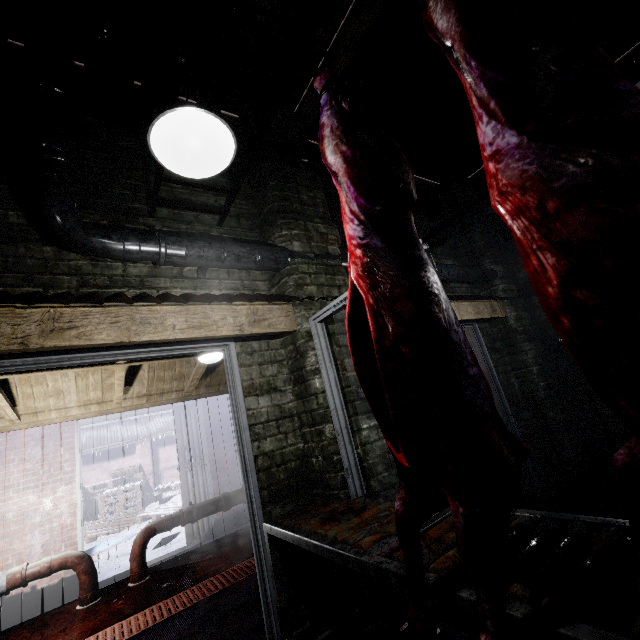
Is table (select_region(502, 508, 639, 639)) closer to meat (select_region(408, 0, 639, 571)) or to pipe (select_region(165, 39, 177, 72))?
meat (select_region(408, 0, 639, 571))

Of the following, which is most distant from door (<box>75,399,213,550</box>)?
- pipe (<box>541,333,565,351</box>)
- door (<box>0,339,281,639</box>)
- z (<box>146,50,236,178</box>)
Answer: pipe (<box>541,333,565,351</box>)

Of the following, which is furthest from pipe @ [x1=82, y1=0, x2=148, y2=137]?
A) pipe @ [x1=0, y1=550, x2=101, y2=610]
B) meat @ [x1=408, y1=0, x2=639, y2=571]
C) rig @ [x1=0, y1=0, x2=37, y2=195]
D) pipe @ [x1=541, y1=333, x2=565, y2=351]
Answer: pipe @ [x1=0, y1=550, x2=101, y2=610]

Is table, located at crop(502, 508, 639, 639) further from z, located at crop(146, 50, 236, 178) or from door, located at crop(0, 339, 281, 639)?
z, located at crop(146, 50, 236, 178)

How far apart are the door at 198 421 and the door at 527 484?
3.4m

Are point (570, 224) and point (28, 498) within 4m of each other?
no

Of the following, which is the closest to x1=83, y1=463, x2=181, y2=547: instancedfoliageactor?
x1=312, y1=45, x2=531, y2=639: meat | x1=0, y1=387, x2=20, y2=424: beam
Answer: x1=0, y1=387, x2=20, y2=424: beam

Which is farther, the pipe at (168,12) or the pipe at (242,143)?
the pipe at (242,143)
